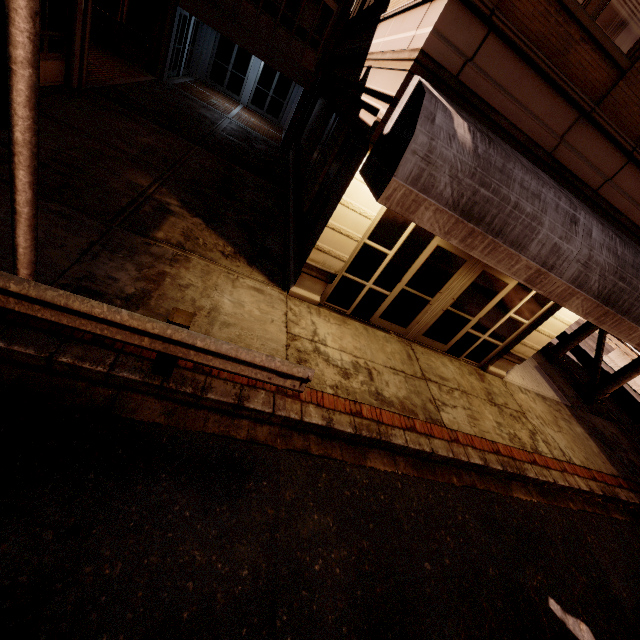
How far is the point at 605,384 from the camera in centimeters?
1155cm

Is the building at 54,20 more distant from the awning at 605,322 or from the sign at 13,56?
the sign at 13,56

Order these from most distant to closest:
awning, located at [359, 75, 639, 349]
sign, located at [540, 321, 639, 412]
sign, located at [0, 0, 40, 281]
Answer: sign, located at [540, 321, 639, 412] < awning, located at [359, 75, 639, 349] < sign, located at [0, 0, 40, 281]

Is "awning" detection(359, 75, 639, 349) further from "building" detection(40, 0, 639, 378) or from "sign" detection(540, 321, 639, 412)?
"sign" detection(540, 321, 639, 412)

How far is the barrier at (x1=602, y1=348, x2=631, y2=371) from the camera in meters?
18.6 m

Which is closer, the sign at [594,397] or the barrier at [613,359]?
the sign at [594,397]

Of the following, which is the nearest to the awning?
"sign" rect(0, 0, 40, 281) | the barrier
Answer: "sign" rect(0, 0, 40, 281)

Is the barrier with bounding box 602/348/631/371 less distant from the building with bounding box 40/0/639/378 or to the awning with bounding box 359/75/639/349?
the awning with bounding box 359/75/639/349
